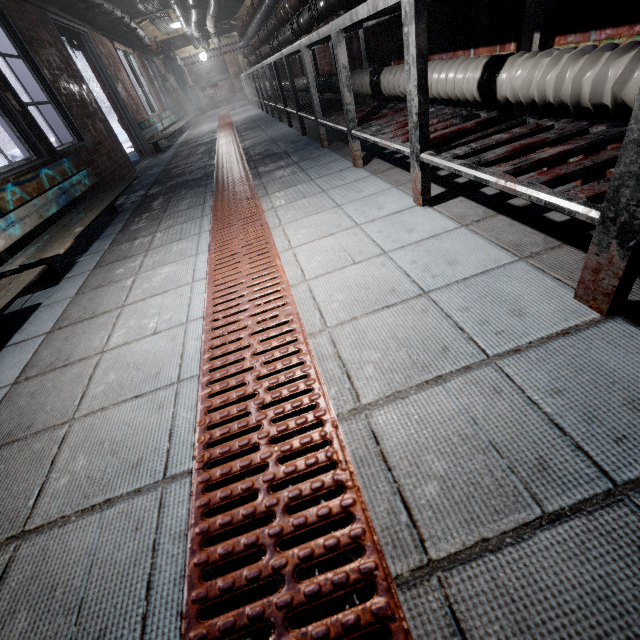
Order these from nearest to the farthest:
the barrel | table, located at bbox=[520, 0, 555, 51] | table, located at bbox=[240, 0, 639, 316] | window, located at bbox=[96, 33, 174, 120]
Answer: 1. table, located at bbox=[240, 0, 639, 316]
2. table, located at bbox=[520, 0, 555, 51]
3. window, located at bbox=[96, 33, 174, 120]
4. the barrel

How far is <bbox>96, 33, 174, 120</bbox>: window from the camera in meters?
6.4

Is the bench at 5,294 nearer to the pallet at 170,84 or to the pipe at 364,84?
the pipe at 364,84

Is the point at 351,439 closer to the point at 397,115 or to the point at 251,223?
the point at 251,223

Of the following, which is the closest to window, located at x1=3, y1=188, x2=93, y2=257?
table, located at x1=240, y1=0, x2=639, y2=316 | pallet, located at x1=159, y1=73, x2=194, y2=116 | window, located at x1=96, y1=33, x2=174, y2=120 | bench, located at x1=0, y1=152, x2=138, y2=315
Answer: bench, located at x1=0, y1=152, x2=138, y2=315

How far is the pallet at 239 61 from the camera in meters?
13.0

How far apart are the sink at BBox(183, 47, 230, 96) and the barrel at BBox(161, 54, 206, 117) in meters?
0.1

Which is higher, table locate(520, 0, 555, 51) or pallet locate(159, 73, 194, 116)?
pallet locate(159, 73, 194, 116)
